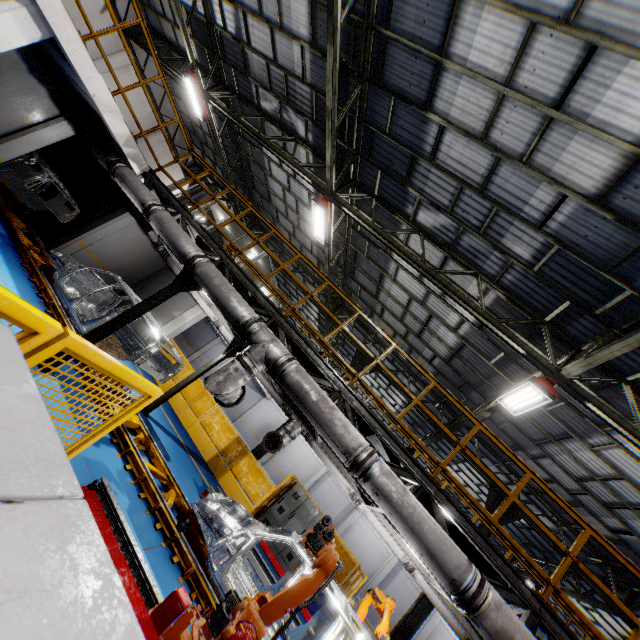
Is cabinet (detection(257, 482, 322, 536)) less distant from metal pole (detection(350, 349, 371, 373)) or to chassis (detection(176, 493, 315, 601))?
metal pole (detection(350, 349, 371, 373))

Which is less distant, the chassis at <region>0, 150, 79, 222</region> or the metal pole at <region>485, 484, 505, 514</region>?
the chassis at <region>0, 150, 79, 222</region>

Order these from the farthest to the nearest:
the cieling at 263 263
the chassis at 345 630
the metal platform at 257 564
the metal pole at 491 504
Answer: the cieling at 263 263 < the metal pole at 491 504 < the metal platform at 257 564 < the chassis at 345 630

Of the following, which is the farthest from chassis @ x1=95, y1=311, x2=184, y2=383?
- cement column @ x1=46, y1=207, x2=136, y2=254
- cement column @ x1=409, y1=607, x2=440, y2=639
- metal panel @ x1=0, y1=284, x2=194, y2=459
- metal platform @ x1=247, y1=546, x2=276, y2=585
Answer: cement column @ x1=409, y1=607, x2=440, y2=639

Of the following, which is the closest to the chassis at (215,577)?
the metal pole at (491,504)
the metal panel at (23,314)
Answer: the metal panel at (23,314)

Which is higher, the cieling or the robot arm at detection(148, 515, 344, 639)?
the cieling

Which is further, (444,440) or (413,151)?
(444,440)

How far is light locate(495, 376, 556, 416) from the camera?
7.0m
